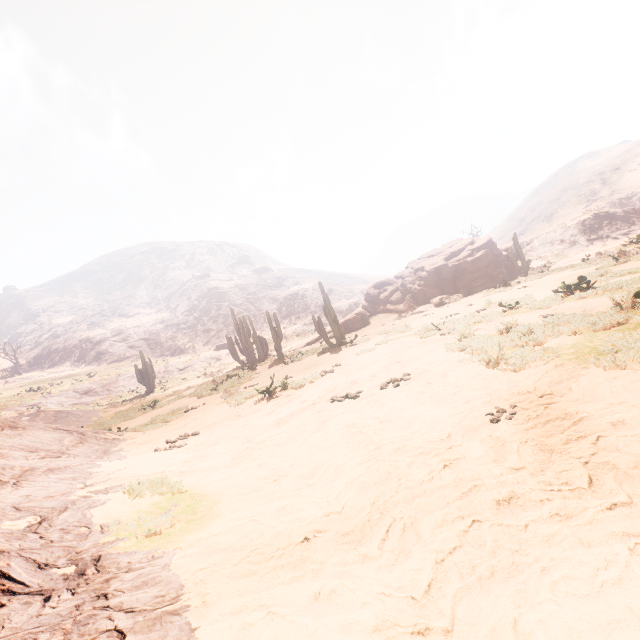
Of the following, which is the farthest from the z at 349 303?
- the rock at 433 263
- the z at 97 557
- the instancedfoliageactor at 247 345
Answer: the instancedfoliageactor at 247 345

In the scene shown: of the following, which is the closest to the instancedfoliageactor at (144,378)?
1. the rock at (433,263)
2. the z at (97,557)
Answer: the z at (97,557)

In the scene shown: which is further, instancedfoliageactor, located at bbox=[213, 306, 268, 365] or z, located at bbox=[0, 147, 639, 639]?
instancedfoliageactor, located at bbox=[213, 306, 268, 365]

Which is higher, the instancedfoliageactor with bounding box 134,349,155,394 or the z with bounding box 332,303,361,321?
the z with bounding box 332,303,361,321

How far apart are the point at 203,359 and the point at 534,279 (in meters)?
36.43

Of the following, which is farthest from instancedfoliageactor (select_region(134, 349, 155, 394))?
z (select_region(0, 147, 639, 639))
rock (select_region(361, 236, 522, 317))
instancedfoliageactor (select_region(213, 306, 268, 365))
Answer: rock (select_region(361, 236, 522, 317))

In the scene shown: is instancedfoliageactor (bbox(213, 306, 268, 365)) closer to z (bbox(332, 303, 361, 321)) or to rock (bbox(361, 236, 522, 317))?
rock (bbox(361, 236, 522, 317))

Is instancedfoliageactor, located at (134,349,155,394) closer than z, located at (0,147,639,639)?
No
